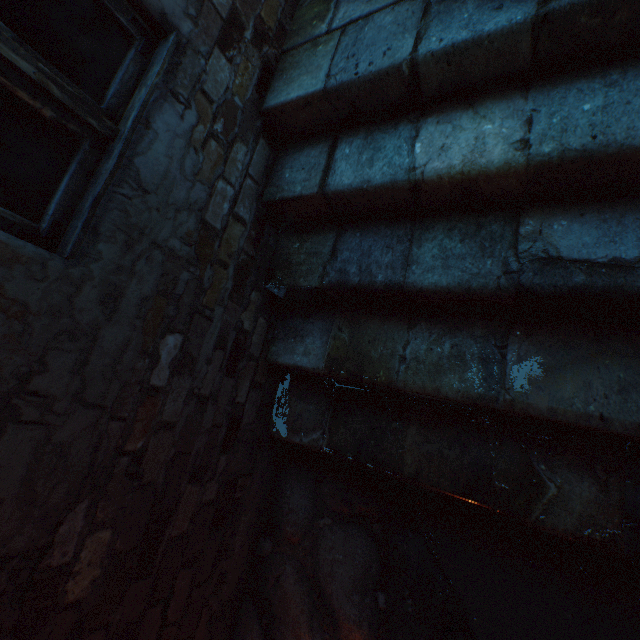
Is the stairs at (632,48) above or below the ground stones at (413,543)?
above

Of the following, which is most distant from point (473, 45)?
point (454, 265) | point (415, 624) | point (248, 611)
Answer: point (248, 611)

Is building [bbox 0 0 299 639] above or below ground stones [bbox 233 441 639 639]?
above

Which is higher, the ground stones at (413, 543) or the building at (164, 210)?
the building at (164, 210)

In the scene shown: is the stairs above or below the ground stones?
above
